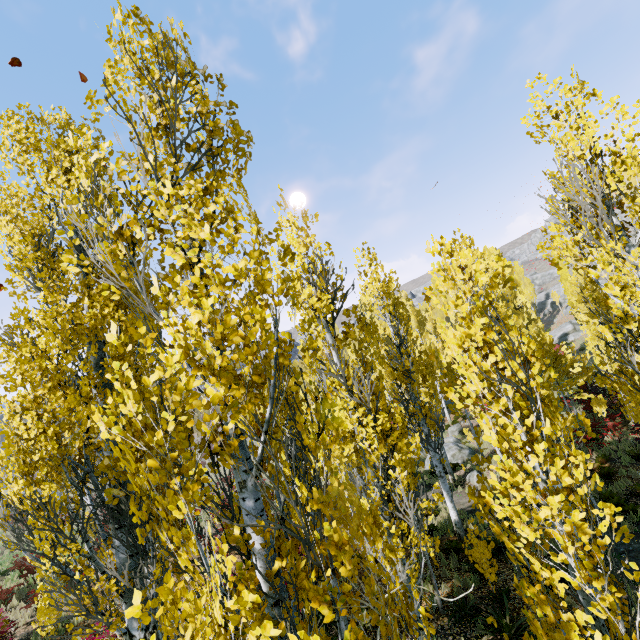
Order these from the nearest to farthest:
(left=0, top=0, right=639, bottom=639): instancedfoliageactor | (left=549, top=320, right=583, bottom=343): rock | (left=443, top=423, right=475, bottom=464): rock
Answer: (left=0, top=0, right=639, bottom=639): instancedfoliageactor, (left=443, top=423, right=475, bottom=464): rock, (left=549, top=320, right=583, bottom=343): rock

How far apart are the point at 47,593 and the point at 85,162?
7.89m

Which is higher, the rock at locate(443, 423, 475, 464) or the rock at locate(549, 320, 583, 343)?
the rock at locate(549, 320, 583, 343)

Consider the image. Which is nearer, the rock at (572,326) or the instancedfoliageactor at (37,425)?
the instancedfoliageactor at (37,425)

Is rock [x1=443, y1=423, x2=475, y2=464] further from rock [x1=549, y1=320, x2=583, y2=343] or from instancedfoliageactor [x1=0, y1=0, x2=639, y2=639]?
rock [x1=549, y1=320, x2=583, y2=343]

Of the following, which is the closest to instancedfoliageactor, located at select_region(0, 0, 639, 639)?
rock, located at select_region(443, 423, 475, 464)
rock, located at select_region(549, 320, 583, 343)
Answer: rock, located at select_region(549, 320, 583, 343)

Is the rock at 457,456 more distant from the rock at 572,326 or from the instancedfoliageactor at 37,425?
the rock at 572,326
